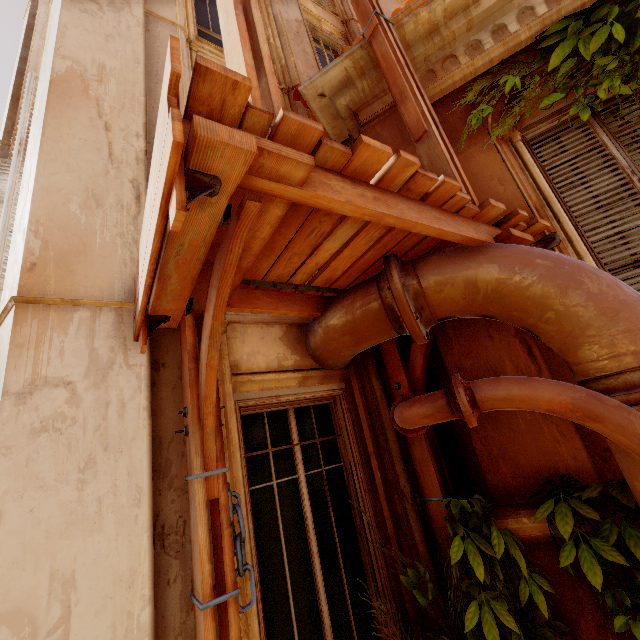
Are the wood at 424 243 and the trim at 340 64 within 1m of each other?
no

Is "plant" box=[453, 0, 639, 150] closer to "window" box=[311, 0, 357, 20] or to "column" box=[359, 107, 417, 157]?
"column" box=[359, 107, 417, 157]

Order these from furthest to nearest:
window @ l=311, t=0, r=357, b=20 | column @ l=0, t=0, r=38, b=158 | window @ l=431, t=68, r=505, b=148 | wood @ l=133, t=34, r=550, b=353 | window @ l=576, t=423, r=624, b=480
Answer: window @ l=311, t=0, r=357, b=20, column @ l=0, t=0, r=38, b=158, window @ l=431, t=68, r=505, b=148, window @ l=576, t=423, r=624, b=480, wood @ l=133, t=34, r=550, b=353

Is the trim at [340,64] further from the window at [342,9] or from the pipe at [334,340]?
the window at [342,9]

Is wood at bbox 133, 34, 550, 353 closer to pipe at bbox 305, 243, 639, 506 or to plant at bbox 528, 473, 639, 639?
pipe at bbox 305, 243, 639, 506

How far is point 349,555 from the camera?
2.8m

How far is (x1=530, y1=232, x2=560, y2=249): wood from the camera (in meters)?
2.49

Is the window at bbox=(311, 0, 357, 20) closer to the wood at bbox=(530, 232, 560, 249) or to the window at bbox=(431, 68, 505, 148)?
the window at bbox=(431, 68, 505, 148)
